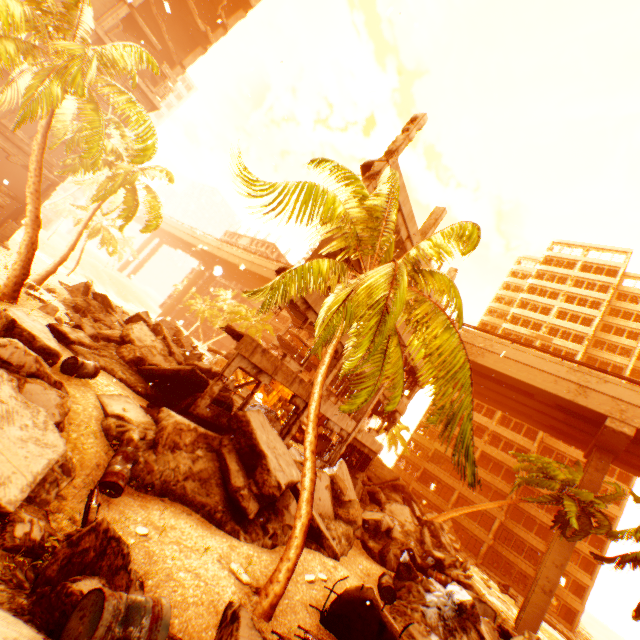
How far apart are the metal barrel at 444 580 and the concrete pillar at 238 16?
45.08m

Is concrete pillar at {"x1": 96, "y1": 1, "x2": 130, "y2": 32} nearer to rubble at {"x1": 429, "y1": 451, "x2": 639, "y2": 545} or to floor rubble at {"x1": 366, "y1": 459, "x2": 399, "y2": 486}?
rubble at {"x1": 429, "y1": 451, "x2": 639, "y2": 545}

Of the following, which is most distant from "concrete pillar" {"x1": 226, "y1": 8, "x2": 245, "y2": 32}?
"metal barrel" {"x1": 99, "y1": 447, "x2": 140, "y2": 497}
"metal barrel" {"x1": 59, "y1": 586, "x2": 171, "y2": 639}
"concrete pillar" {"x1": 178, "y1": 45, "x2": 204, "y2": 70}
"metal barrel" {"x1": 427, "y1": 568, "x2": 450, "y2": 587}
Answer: "metal barrel" {"x1": 427, "y1": 568, "x2": 450, "y2": 587}

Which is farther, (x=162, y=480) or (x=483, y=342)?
(x=483, y=342)

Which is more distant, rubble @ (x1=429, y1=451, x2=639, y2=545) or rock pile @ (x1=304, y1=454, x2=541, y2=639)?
rubble @ (x1=429, y1=451, x2=639, y2=545)

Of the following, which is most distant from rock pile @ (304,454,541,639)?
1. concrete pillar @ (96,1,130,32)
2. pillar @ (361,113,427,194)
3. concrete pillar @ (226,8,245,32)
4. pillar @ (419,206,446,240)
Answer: concrete pillar @ (226,8,245,32)

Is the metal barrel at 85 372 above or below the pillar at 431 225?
below

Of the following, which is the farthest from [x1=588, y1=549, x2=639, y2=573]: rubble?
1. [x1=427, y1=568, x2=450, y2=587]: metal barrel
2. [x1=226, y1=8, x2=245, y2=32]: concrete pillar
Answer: [x1=226, y1=8, x2=245, y2=32]: concrete pillar
